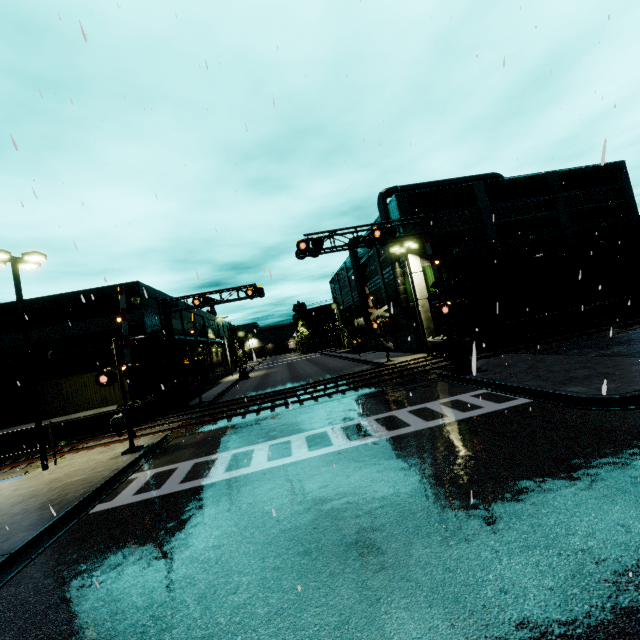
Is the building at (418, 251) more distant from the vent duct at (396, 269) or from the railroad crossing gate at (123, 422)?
the railroad crossing gate at (123, 422)

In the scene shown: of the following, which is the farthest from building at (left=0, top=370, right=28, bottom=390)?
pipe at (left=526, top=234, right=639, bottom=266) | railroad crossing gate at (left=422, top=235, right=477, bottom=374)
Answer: railroad crossing gate at (left=422, top=235, right=477, bottom=374)

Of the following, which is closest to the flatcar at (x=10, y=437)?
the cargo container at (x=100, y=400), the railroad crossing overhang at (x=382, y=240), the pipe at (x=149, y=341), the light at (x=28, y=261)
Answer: the cargo container at (x=100, y=400)

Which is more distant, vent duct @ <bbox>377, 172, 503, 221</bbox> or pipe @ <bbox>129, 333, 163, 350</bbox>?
vent duct @ <bbox>377, 172, 503, 221</bbox>

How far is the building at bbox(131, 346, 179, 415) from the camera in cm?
2566

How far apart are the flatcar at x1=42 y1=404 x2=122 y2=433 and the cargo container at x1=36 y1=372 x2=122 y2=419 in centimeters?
0cm

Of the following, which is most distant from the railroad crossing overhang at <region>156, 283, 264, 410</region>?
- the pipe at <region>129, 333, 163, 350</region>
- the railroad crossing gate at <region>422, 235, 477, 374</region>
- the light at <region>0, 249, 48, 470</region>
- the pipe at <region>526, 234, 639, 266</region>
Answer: the pipe at <region>526, 234, 639, 266</region>

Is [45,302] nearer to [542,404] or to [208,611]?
[208,611]
